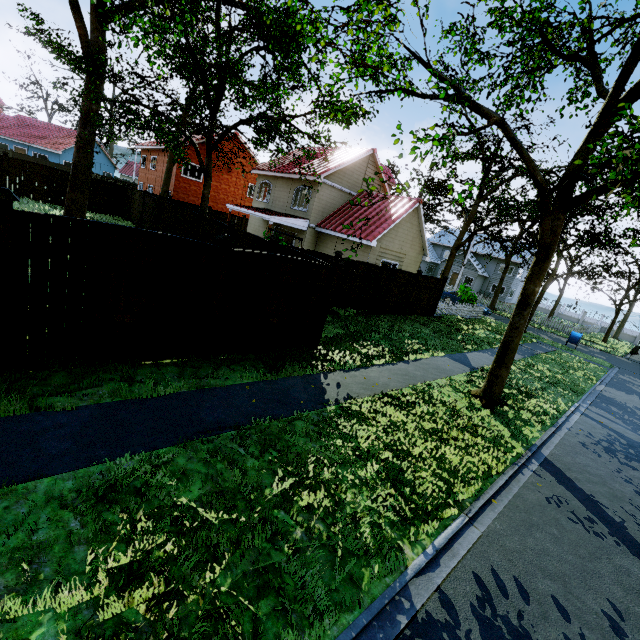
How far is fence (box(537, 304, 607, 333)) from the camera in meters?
33.5

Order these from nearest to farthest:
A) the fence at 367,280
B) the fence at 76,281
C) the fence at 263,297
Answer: the fence at 76,281 < the fence at 263,297 < the fence at 367,280

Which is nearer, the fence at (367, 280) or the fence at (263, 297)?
the fence at (263, 297)

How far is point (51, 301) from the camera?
4.7 meters

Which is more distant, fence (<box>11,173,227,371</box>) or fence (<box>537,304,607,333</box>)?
fence (<box>537,304,607,333</box>)

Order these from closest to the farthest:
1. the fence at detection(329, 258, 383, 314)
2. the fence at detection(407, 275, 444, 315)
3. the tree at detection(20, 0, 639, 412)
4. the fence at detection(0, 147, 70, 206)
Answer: the tree at detection(20, 0, 639, 412) → the fence at detection(329, 258, 383, 314) → the fence at detection(407, 275, 444, 315) → the fence at detection(0, 147, 70, 206)
